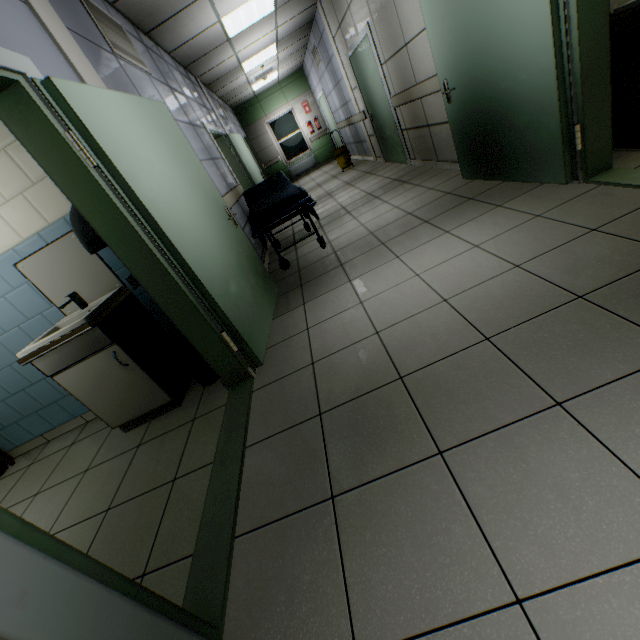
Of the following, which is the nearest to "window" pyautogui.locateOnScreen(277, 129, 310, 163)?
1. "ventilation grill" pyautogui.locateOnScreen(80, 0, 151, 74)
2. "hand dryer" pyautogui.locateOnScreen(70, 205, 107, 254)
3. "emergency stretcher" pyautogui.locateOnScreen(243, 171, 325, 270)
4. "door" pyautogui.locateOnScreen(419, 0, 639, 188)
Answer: "emergency stretcher" pyautogui.locateOnScreen(243, 171, 325, 270)

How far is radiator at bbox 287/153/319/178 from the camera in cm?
1321

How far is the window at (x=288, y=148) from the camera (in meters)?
12.98

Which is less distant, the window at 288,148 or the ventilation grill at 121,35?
the ventilation grill at 121,35

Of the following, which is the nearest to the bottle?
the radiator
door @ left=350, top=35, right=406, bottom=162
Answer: door @ left=350, top=35, right=406, bottom=162

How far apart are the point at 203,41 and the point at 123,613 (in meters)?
7.37

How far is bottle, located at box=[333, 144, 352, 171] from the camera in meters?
8.9

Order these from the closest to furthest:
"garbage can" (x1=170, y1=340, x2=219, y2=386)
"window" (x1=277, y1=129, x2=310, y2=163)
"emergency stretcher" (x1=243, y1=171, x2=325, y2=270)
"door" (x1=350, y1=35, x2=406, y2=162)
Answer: "garbage can" (x1=170, y1=340, x2=219, y2=386)
"emergency stretcher" (x1=243, y1=171, x2=325, y2=270)
"door" (x1=350, y1=35, x2=406, y2=162)
"window" (x1=277, y1=129, x2=310, y2=163)
